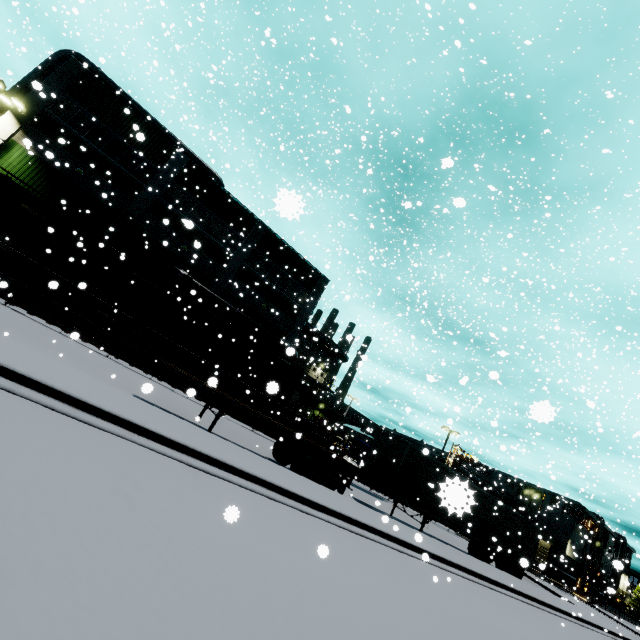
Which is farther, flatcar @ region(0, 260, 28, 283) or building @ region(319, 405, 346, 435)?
building @ region(319, 405, 346, 435)

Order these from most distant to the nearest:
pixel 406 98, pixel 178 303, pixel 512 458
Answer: pixel 406 98
pixel 178 303
pixel 512 458

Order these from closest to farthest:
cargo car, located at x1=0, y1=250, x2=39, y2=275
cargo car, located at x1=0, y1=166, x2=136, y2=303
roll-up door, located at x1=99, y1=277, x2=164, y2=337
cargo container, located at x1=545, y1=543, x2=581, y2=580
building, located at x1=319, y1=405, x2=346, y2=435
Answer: cargo car, located at x1=0, y1=250, x2=39, y2=275 → cargo car, located at x1=0, y1=166, x2=136, y2=303 → roll-up door, located at x1=99, y1=277, x2=164, y2=337 → building, located at x1=319, y1=405, x2=346, y2=435 → cargo container, located at x1=545, y1=543, x2=581, y2=580

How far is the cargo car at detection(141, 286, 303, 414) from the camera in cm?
2008

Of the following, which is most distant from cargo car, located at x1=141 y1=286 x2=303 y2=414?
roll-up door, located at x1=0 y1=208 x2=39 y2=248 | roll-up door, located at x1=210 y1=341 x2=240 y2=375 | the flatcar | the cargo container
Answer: the cargo container

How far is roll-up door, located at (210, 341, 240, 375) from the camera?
26.9 meters

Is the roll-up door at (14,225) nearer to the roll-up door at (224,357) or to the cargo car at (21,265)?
the cargo car at (21,265)

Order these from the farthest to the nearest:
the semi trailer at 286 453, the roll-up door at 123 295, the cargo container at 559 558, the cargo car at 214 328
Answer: the cargo container at 559 558, the roll-up door at 123 295, the cargo car at 214 328, the semi trailer at 286 453
